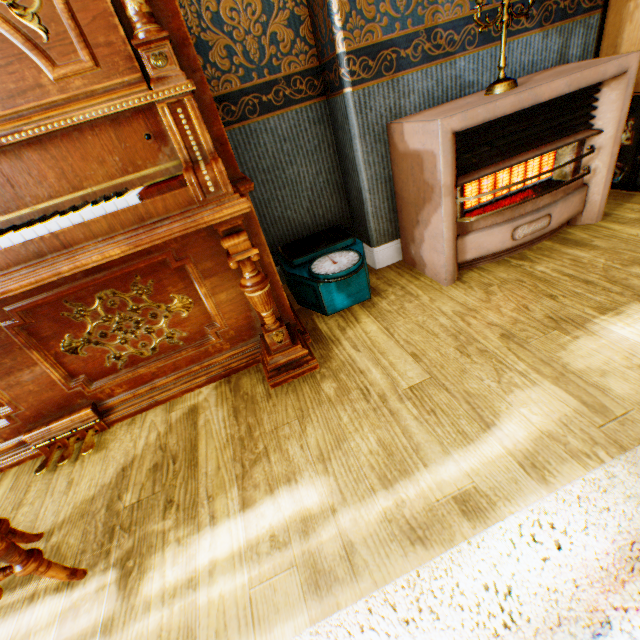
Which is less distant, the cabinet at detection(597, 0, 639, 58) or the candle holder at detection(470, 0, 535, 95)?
the candle holder at detection(470, 0, 535, 95)

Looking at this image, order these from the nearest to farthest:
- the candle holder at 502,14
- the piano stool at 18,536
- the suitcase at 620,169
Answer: the piano stool at 18,536, the candle holder at 502,14, the suitcase at 620,169

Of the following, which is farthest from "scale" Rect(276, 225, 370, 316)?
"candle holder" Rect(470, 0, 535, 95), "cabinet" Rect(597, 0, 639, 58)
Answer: "cabinet" Rect(597, 0, 639, 58)

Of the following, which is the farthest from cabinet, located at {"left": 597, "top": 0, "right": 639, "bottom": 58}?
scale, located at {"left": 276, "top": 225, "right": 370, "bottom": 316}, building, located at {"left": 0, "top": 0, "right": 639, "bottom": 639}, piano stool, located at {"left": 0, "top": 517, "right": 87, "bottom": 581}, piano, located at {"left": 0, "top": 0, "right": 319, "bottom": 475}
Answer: piano stool, located at {"left": 0, "top": 517, "right": 87, "bottom": 581}

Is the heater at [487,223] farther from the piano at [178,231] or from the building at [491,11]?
the piano at [178,231]

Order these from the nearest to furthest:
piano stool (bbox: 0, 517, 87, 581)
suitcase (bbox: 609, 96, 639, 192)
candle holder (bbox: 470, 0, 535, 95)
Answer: piano stool (bbox: 0, 517, 87, 581)
candle holder (bbox: 470, 0, 535, 95)
suitcase (bbox: 609, 96, 639, 192)

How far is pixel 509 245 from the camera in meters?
2.0

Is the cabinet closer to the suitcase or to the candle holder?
the suitcase
